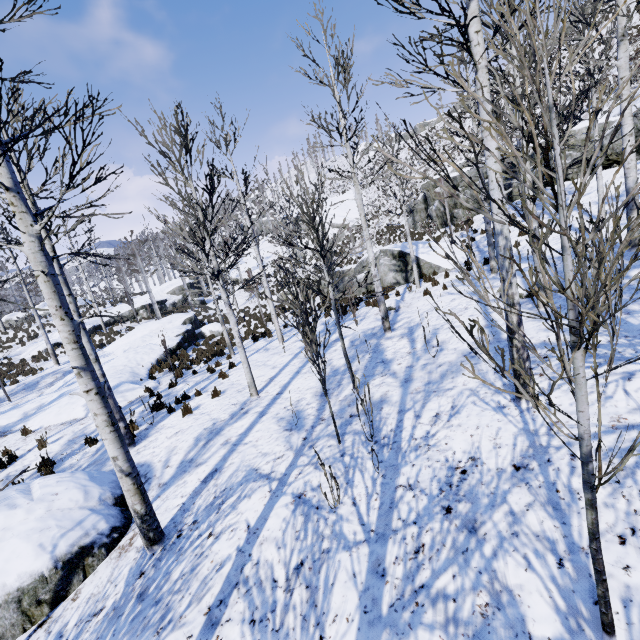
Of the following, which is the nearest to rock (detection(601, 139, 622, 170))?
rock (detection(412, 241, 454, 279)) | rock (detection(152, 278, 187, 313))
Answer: rock (detection(412, 241, 454, 279))

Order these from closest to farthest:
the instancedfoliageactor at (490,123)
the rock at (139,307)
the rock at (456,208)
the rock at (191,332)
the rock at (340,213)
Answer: the instancedfoliageactor at (490,123), the rock at (191,332), the rock at (456,208), the rock at (139,307), the rock at (340,213)

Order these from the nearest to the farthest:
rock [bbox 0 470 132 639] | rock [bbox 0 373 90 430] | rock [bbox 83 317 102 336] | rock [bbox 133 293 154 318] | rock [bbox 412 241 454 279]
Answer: rock [bbox 0 470 132 639]
rock [bbox 0 373 90 430]
rock [bbox 412 241 454 279]
rock [bbox 83 317 102 336]
rock [bbox 133 293 154 318]

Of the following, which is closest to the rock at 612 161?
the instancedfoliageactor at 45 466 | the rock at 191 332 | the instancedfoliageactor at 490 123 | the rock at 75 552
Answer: the instancedfoliageactor at 490 123

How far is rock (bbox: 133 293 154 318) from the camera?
32.0 meters

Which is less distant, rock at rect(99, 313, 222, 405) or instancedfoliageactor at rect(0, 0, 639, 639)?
instancedfoliageactor at rect(0, 0, 639, 639)

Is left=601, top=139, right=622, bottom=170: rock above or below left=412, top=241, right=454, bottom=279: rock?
above

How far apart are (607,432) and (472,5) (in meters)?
5.38
